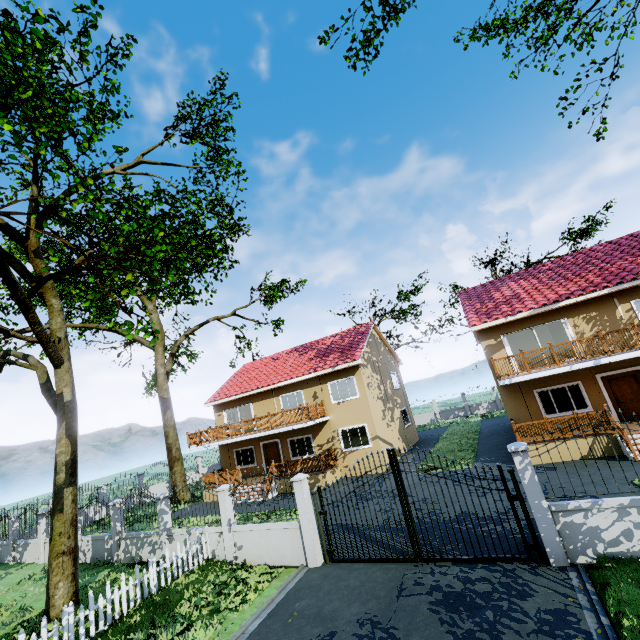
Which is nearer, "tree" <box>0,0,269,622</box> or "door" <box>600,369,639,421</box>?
"tree" <box>0,0,269,622</box>

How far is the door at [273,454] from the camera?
22.5 meters

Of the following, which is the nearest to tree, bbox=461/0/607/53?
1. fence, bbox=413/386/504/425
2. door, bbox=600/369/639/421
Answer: fence, bbox=413/386/504/425

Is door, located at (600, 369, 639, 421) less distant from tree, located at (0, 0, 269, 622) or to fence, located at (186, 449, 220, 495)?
fence, located at (186, 449, 220, 495)

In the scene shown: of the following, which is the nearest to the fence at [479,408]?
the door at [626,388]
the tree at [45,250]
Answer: the tree at [45,250]

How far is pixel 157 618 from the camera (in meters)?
8.35
